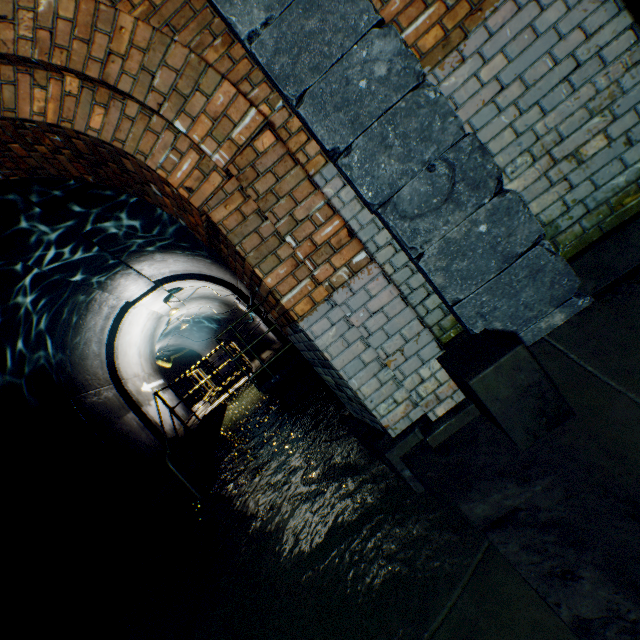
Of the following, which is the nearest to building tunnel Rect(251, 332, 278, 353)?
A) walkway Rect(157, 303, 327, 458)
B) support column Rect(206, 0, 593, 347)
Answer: walkway Rect(157, 303, 327, 458)

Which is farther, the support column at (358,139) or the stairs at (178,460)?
the stairs at (178,460)

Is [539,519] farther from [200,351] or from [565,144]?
[200,351]

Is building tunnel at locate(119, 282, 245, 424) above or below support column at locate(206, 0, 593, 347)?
above

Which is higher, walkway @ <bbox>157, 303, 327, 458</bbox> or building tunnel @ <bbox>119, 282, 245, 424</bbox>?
building tunnel @ <bbox>119, 282, 245, 424</bbox>

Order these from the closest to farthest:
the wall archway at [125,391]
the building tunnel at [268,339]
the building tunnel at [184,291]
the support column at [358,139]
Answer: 1. the support column at [358,139]
2. the wall archway at [125,391]
3. the building tunnel at [184,291]
4. the building tunnel at [268,339]

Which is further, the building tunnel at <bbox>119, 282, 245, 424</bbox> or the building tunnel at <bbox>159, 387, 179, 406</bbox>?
the building tunnel at <bbox>159, 387, 179, 406</bbox>

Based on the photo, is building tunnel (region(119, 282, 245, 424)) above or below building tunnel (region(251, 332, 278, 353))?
above
